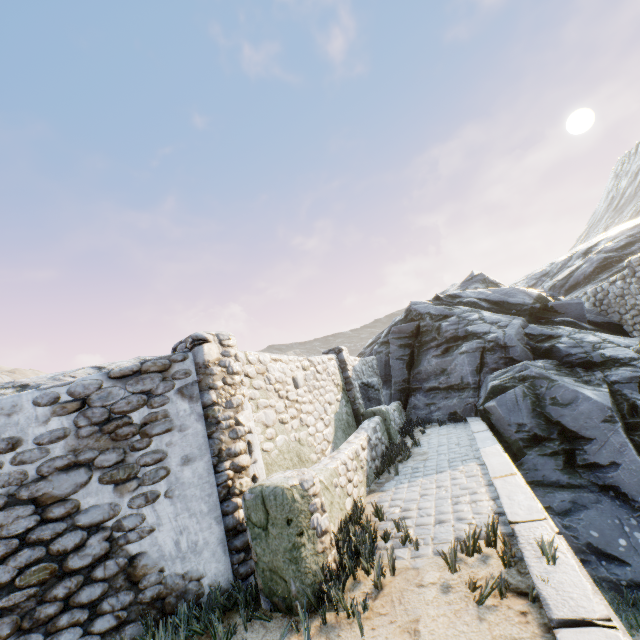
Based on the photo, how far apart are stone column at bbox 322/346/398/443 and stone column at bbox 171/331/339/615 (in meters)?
4.96

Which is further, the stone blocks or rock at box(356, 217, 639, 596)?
rock at box(356, 217, 639, 596)

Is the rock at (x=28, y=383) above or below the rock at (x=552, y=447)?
above

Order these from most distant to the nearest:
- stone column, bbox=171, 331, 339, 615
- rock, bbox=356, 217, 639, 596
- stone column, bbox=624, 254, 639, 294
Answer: stone column, bbox=624, 254, 639, 294 → rock, bbox=356, 217, 639, 596 → stone column, bbox=171, 331, 339, 615

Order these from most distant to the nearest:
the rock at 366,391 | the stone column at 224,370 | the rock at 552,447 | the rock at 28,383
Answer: the rock at 28,383 → the rock at 366,391 → the rock at 552,447 → the stone column at 224,370

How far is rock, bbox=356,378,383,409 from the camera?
11.0 meters

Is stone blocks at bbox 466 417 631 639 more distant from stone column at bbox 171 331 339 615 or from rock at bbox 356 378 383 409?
stone column at bbox 171 331 339 615

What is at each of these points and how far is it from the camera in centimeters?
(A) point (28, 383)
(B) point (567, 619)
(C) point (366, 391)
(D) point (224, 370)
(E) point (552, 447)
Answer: (A) rock, 1280cm
(B) stone blocks, 215cm
(C) rock, 1123cm
(D) stone column, 439cm
(E) rock, 775cm
